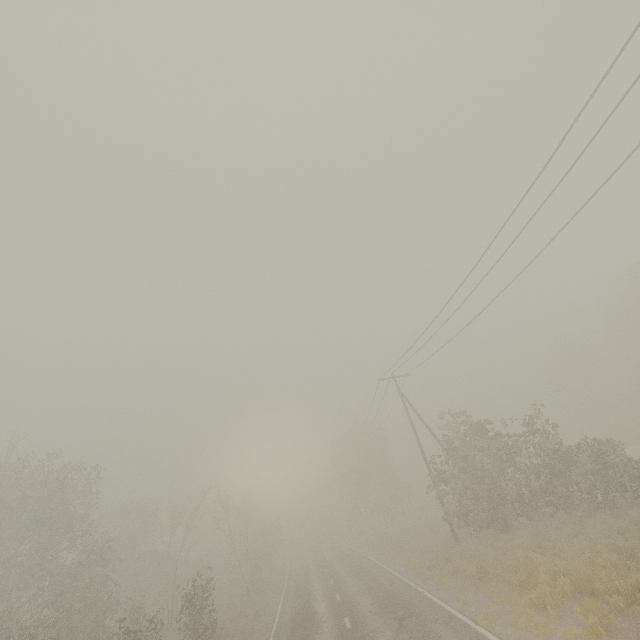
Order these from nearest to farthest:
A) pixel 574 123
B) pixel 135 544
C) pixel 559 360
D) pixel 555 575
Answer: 1. pixel 574 123
2. pixel 555 575
3. pixel 135 544
4. pixel 559 360

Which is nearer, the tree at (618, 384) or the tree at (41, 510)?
the tree at (618, 384)

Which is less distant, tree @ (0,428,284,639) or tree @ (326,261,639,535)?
tree @ (326,261,639,535)
